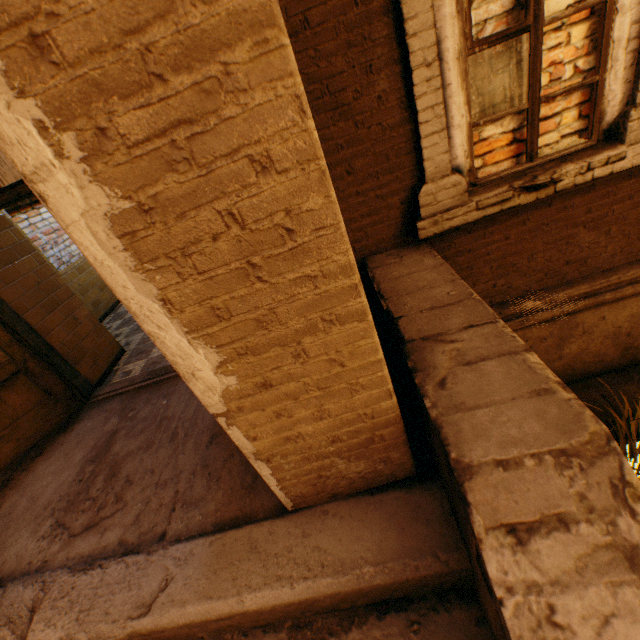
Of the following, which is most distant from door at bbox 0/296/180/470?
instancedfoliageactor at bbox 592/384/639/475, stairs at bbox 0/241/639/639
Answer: instancedfoliageactor at bbox 592/384/639/475

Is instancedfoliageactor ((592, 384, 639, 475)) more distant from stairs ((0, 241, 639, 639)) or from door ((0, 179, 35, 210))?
door ((0, 179, 35, 210))

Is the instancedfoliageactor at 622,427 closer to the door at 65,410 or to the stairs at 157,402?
the stairs at 157,402

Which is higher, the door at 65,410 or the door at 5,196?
the door at 5,196

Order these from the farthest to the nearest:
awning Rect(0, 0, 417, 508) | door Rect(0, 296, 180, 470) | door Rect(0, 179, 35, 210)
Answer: door Rect(0, 296, 180, 470) → door Rect(0, 179, 35, 210) → awning Rect(0, 0, 417, 508)

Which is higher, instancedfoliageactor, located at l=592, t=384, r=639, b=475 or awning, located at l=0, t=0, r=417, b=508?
awning, located at l=0, t=0, r=417, b=508

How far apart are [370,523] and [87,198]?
1.78m
